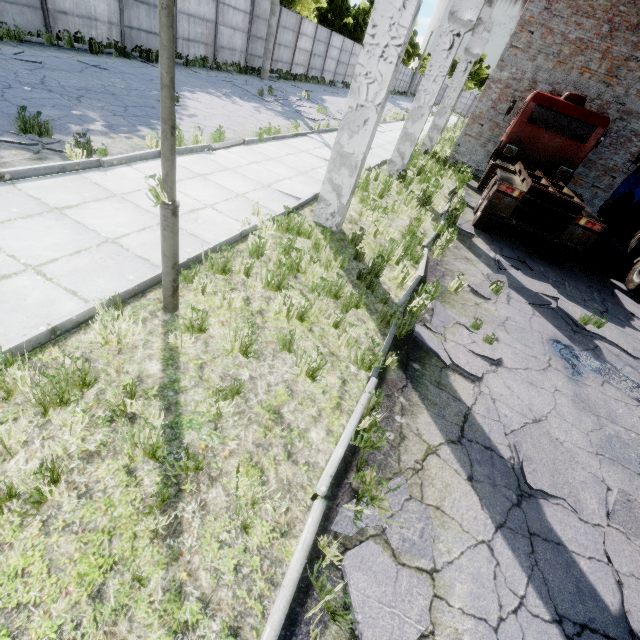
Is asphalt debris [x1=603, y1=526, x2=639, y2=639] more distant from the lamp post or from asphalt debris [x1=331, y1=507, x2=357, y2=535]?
the lamp post

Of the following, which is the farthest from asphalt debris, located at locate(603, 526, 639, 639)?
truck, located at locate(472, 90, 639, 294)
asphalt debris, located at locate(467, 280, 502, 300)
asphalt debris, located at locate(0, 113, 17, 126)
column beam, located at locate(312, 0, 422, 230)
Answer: asphalt debris, located at locate(0, 113, 17, 126)

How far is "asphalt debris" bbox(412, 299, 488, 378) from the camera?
4.4 meters

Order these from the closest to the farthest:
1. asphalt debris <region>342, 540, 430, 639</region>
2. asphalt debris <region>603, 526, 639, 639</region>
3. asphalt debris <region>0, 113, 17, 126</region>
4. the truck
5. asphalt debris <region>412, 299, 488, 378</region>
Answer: asphalt debris <region>342, 540, 430, 639</region>
asphalt debris <region>603, 526, 639, 639</region>
asphalt debris <region>412, 299, 488, 378</region>
asphalt debris <region>0, 113, 17, 126</region>
the truck

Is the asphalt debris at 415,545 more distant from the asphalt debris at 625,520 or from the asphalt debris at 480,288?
the asphalt debris at 480,288

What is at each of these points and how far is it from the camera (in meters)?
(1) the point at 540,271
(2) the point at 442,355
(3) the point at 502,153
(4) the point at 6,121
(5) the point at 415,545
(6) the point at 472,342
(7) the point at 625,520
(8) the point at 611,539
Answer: (1) asphalt debris, 8.28
(2) asphalt debris, 4.52
(3) truck, 12.62
(4) asphalt debris, 6.04
(5) asphalt debris, 2.62
(6) asphalt debris, 5.04
(7) asphalt debris, 3.37
(8) asphalt debris, 3.18

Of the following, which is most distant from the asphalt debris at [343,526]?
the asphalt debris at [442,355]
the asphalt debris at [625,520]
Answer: the asphalt debris at [442,355]

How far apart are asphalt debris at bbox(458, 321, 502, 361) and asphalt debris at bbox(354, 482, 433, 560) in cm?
194
